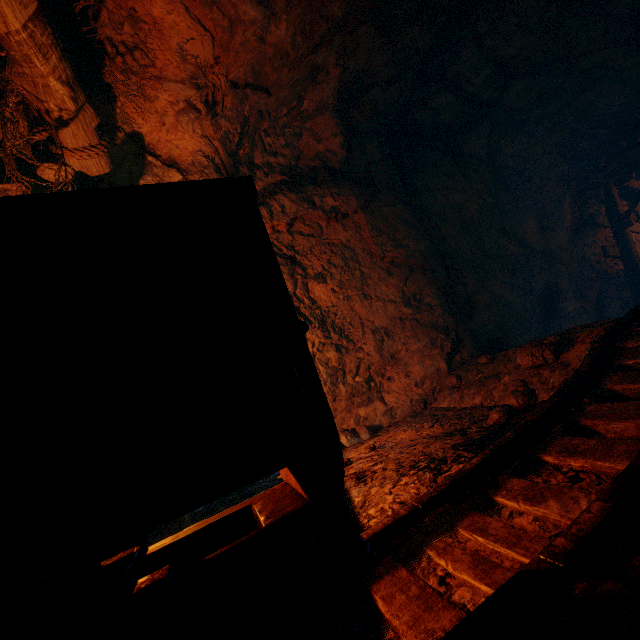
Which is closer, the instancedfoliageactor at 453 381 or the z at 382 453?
the z at 382 453

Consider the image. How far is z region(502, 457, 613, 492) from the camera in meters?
1.5

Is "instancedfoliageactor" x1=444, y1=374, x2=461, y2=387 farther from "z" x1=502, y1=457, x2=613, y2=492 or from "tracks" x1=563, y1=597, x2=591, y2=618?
"tracks" x1=563, y1=597, x2=591, y2=618

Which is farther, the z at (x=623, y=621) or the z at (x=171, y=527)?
the z at (x=171, y=527)

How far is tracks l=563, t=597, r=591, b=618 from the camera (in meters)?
0.85

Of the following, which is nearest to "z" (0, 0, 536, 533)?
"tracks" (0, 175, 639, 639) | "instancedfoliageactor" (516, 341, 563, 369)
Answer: "tracks" (0, 175, 639, 639)

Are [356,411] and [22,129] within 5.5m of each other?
yes

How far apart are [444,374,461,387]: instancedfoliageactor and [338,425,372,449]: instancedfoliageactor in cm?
112
